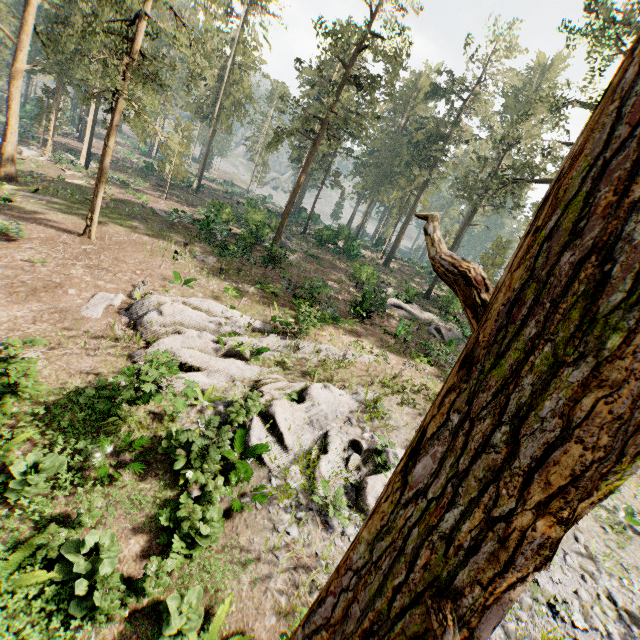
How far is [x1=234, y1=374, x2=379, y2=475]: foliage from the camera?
9.8 meters

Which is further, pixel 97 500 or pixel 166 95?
pixel 166 95

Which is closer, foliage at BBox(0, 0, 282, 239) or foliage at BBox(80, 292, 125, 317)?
foliage at BBox(80, 292, 125, 317)

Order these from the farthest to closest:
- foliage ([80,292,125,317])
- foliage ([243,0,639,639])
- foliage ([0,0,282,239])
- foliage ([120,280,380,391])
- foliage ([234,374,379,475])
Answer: foliage ([0,0,282,239]) < foliage ([80,292,125,317]) < foliage ([120,280,380,391]) < foliage ([234,374,379,475]) < foliage ([243,0,639,639])

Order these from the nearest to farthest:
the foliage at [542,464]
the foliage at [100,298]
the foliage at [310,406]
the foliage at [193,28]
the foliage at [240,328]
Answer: the foliage at [542,464]
the foliage at [310,406]
the foliage at [240,328]
the foliage at [100,298]
the foliage at [193,28]

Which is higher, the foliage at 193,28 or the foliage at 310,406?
the foliage at 193,28
